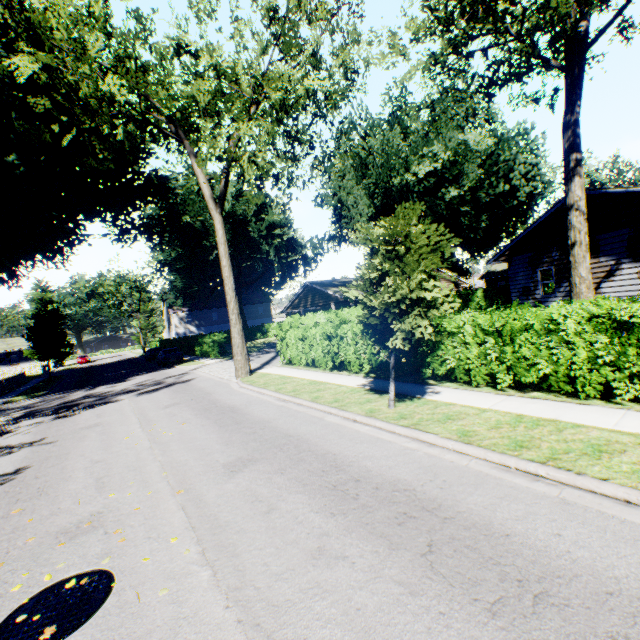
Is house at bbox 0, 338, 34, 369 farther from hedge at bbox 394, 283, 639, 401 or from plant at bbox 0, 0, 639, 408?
hedge at bbox 394, 283, 639, 401

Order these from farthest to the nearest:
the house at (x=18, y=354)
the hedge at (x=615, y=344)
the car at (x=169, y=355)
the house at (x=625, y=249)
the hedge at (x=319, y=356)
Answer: the house at (x=18, y=354), the car at (x=169, y=355), the hedge at (x=319, y=356), the house at (x=625, y=249), the hedge at (x=615, y=344)

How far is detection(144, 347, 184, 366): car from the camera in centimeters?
2961cm

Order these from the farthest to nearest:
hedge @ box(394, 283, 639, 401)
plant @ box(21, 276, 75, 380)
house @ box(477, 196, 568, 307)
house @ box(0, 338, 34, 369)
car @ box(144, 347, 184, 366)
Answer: house @ box(0, 338, 34, 369) < plant @ box(21, 276, 75, 380) < car @ box(144, 347, 184, 366) < house @ box(477, 196, 568, 307) < hedge @ box(394, 283, 639, 401)

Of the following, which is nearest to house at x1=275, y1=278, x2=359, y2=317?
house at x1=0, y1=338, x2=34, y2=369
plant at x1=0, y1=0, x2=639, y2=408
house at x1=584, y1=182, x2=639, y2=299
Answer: plant at x1=0, y1=0, x2=639, y2=408

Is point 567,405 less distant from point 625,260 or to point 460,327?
point 460,327

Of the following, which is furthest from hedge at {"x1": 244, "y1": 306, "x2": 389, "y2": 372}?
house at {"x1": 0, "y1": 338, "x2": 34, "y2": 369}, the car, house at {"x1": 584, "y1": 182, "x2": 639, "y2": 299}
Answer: house at {"x1": 0, "y1": 338, "x2": 34, "y2": 369}

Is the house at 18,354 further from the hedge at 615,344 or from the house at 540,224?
the house at 540,224
